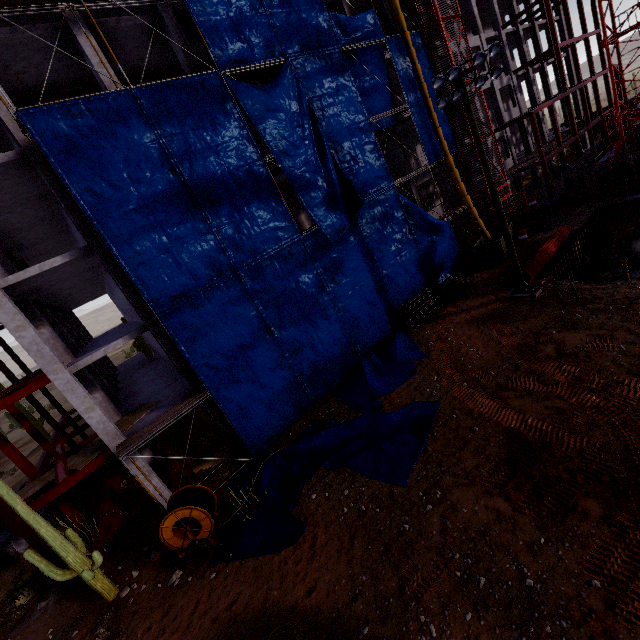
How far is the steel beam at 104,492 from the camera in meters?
14.4

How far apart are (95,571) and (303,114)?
21.4m

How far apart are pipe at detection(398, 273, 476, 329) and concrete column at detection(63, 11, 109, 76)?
17.4 meters

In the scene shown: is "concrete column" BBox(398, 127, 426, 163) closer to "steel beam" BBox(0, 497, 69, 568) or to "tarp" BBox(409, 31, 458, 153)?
"steel beam" BBox(0, 497, 69, 568)

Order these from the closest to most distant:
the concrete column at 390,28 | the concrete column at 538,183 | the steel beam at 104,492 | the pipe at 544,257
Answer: the steel beam at 104,492 → the pipe at 544,257 → the concrete column at 390,28 → the concrete column at 538,183

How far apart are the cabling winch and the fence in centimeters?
1061cm

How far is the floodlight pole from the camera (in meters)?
14.55

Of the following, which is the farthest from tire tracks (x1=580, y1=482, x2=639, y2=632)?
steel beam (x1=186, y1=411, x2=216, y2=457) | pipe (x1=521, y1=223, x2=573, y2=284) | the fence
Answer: the fence
